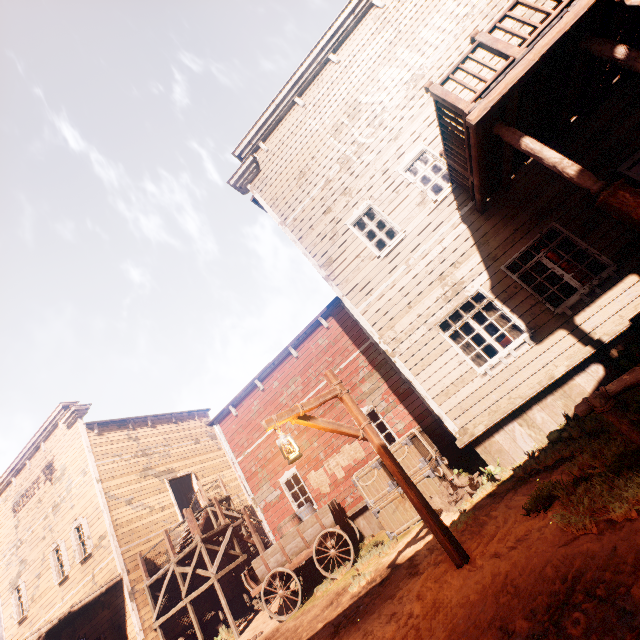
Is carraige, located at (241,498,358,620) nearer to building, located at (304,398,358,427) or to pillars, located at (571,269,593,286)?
building, located at (304,398,358,427)

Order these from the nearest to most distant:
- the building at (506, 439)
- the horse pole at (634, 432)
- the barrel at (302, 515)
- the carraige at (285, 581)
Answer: the horse pole at (634, 432)
the building at (506, 439)
the carraige at (285, 581)
the barrel at (302, 515)

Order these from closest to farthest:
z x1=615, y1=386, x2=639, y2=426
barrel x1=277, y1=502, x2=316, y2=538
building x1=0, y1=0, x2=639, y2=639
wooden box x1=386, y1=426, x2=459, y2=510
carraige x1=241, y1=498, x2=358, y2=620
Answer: z x1=615, y1=386, x2=639, y2=426 → building x1=0, y1=0, x2=639, y2=639 → wooden box x1=386, y1=426, x2=459, y2=510 → carraige x1=241, y1=498, x2=358, y2=620 → barrel x1=277, y1=502, x2=316, y2=538

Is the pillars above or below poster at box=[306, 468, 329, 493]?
below

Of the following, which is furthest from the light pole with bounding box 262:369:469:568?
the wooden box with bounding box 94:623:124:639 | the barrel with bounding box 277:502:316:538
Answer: the wooden box with bounding box 94:623:124:639

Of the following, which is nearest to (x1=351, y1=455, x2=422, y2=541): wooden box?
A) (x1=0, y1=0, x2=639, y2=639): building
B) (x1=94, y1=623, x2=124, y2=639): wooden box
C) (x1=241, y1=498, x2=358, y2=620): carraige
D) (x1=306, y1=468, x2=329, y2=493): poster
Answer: (x1=0, y1=0, x2=639, y2=639): building

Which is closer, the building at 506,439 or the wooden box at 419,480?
the building at 506,439

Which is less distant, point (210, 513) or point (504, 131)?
point (504, 131)
